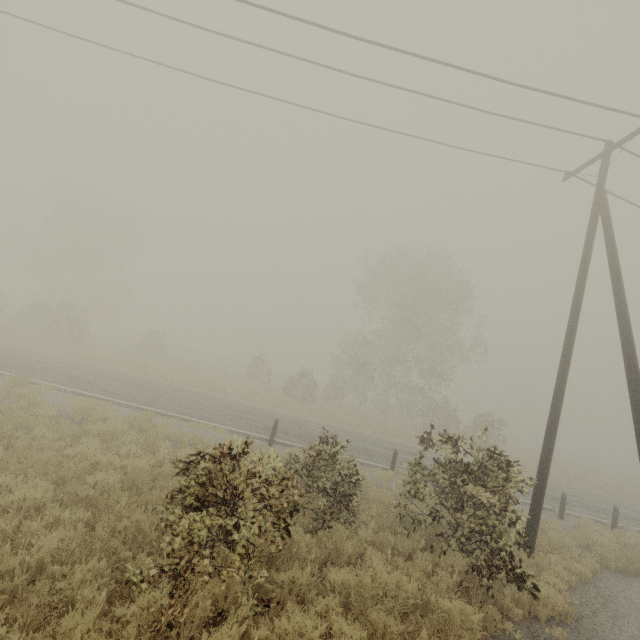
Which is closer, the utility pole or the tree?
the utility pole

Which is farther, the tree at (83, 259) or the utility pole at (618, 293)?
the tree at (83, 259)

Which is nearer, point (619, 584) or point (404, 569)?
point (404, 569)
